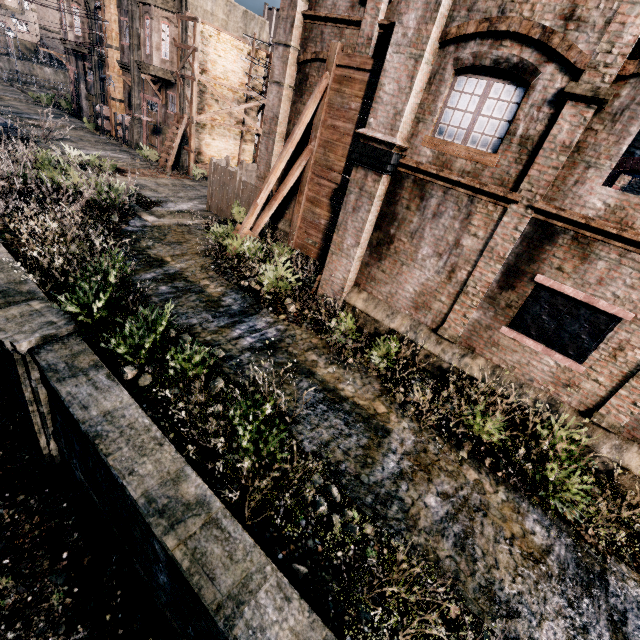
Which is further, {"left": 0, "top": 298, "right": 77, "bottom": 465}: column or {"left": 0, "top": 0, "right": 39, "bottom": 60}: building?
{"left": 0, "top": 0, "right": 39, "bottom": 60}: building

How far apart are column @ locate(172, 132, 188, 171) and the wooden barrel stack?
11.08m

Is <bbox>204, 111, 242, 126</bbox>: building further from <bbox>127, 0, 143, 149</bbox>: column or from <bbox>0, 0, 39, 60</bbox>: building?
<bbox>0, 0, 39, 60</bbox>: building

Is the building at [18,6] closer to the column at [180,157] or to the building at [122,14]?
the building at [122,14]

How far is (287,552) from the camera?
5.8m

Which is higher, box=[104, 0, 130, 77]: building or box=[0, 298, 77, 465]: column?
box=[104, 0, 130, 77]: building

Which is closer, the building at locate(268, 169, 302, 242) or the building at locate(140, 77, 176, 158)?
the building at locate(268, 169, 302, 242)

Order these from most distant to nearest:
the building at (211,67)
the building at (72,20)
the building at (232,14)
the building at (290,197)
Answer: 1. the building at (72,20)
2. the building at (211,67)
3. the building at (232,14)
4. the building at (290,197)
